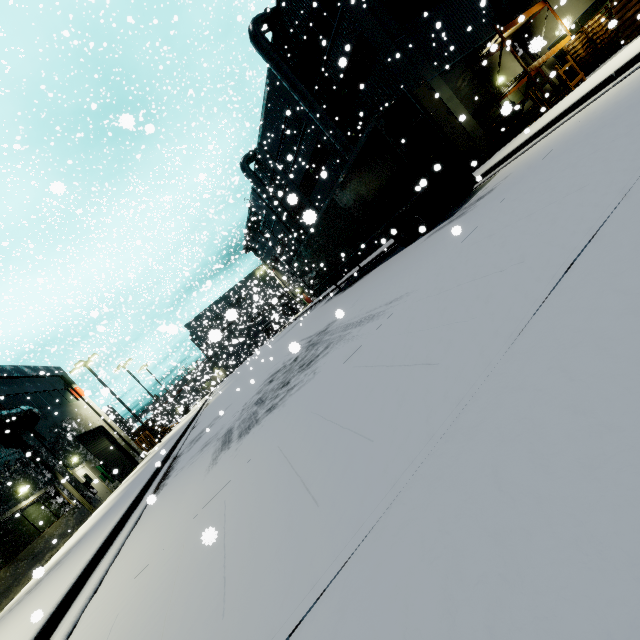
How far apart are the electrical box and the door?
0.1 meters

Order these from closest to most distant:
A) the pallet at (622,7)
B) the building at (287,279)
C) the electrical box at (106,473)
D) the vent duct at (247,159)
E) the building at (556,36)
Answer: the pallet at (622,7) < the building at (556,36) < the electrical box at (106,473) < the vent duct at (247,159) < the building at (287,279)

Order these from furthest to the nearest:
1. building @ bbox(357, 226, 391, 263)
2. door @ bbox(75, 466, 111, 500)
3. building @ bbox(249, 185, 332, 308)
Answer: building @ bbox(249, 185, 332, 308)
building @ bbox(357, 226, 391, 263)
door @ bbox(75, 466, 111, 500)

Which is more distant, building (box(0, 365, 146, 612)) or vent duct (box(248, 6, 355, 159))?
vent duct (box(248, 6, 355, 159))

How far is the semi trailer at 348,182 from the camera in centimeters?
1041cm

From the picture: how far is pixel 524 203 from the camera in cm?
484

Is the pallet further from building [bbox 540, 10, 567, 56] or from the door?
the door

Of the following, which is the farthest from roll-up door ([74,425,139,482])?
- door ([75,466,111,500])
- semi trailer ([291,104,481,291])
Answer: door ([75,466,111,500])
